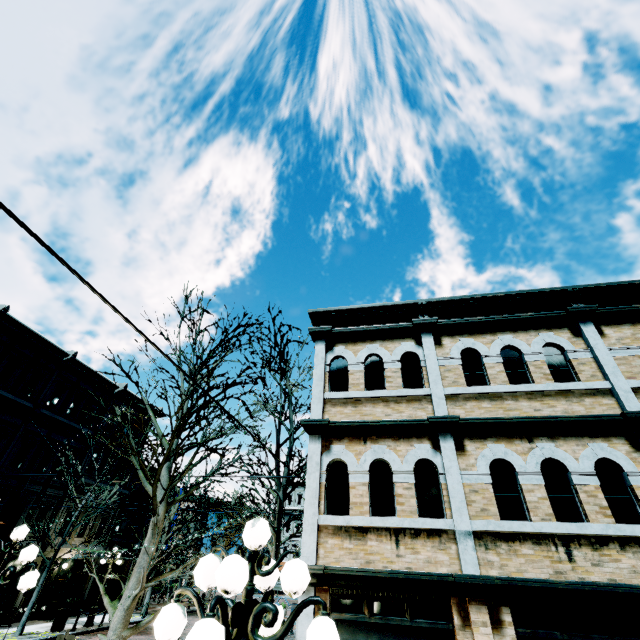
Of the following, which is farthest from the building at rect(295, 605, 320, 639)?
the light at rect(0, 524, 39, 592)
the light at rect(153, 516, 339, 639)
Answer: the light at rect(0, 524, 39, 592)

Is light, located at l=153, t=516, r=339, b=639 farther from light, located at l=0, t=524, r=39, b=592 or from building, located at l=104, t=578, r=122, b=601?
light, located at l=0, t=524, r=39, b=592

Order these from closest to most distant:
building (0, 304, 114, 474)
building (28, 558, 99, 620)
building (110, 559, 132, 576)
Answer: building (0, 304, 114, 474)
building (28, 558, 99, 620)
building (110, 559, 132, 576)

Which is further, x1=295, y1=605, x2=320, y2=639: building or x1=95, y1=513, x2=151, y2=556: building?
x1=95, y1=513, x2=151, y2=556: building

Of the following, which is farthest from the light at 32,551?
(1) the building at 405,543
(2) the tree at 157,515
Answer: (1) the building at 405,543

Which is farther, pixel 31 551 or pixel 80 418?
pixel 80 418
